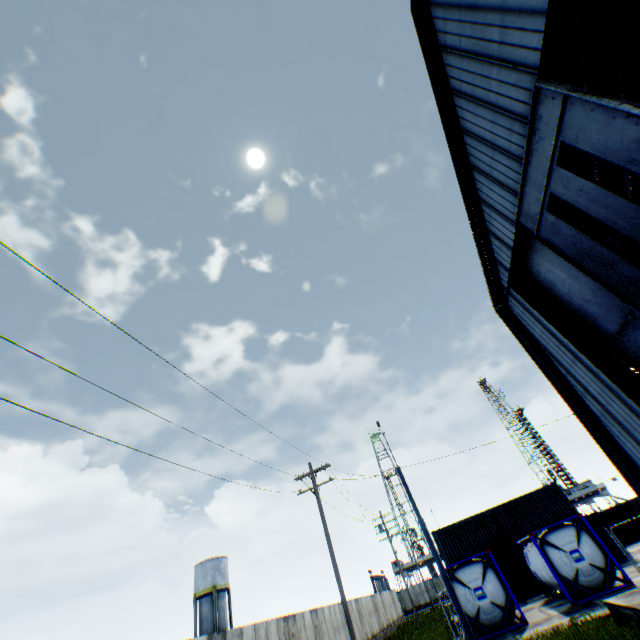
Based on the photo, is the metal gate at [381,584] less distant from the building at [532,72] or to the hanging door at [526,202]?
the building at [532,72]

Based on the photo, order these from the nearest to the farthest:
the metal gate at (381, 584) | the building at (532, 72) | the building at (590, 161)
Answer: the building at (532, 72)
the building at (590, 161)
the metal gate at (381, 584)

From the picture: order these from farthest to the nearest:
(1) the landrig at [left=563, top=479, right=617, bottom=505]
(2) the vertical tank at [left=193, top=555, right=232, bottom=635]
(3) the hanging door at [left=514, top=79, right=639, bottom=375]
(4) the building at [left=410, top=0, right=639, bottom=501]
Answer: (1) the landrig at [left=563, top=479, right=617, bottom=505] → (2) the vertical tank at [left=193, top=555, right=232, bottom=635] → (4) the building at [left=410, top=0, right=639, bottom=501] → (3) the hanging door at [left=514, top=79, right=639, bottom=375]

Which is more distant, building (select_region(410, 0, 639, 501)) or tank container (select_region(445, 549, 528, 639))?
tank container (select_region(445, 549, 528, 639))

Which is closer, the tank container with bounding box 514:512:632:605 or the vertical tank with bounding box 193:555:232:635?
the tank container with bounding box 514:512:632:605

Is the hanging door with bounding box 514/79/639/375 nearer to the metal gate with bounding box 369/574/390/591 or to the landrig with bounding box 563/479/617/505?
the metal gate with bounding box 369/574/390/591

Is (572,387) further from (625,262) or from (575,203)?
(575,203)

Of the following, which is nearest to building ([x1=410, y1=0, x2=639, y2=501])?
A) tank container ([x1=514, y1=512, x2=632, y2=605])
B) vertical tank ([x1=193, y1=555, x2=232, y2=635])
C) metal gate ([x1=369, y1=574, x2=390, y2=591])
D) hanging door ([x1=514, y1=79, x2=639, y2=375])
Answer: hanging door ([x1=514, y1=79, x2=639, y2=375])
